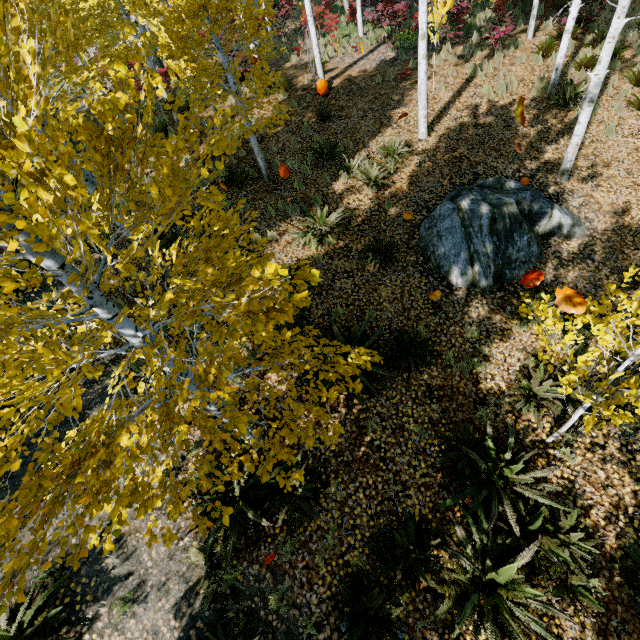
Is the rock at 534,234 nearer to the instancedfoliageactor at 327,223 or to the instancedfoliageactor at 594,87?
the instancedfoliageactor at 594,87

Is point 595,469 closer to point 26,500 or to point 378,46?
point 26,500

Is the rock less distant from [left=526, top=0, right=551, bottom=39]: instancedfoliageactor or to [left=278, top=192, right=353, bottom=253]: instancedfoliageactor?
[left=526, top=0, right=551, bottom=39]: instancedfoliageactor

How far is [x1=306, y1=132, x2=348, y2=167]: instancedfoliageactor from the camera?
9.2m

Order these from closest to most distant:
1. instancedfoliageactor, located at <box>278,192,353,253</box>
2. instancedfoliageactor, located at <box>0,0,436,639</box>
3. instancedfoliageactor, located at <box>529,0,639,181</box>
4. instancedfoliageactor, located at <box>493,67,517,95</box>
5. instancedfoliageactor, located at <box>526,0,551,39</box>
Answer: instancedfoliageactor, located at <box>0,0,436,639</box> < instancedfoliageactor, located at <box>529,0,639,181</box> < instancedfoliageactor, located at <box>278,192,353,253</box> < instancedfoliageactor, located at <box>493,67,517,95</box> < instancedfoliageactor, located at <box>526,0,551,39</box>

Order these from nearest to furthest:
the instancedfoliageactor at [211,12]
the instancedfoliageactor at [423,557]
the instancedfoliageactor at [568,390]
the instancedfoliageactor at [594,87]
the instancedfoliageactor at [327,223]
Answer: the instancedfoliageactor at [211,12], the instancedfoliageactor at [568,390], the instancedfoliageactor at [423,557], the instancedfoliageactor at [594,87], the instancedfoliageactor at [327,223]

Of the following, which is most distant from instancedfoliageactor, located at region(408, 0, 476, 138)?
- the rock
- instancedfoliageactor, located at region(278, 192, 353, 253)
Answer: instancedfoliageactor, located at region(278, 192, 353, 253)
